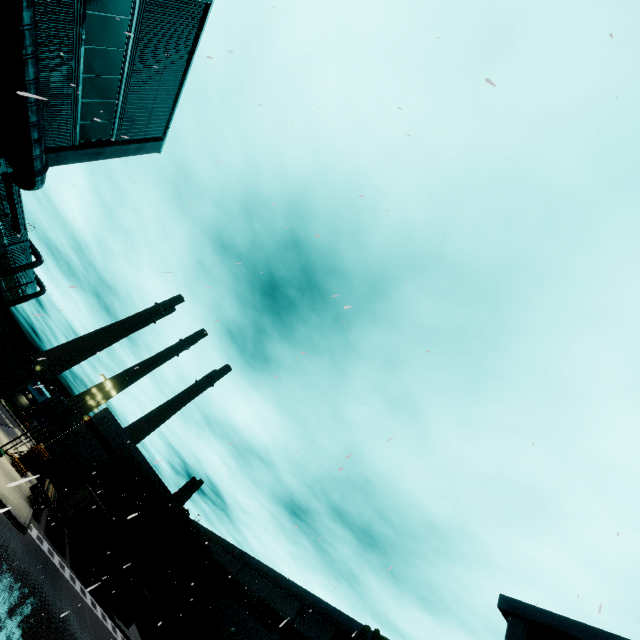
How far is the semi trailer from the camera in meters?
29.4 m

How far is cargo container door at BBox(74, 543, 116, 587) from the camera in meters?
28.4

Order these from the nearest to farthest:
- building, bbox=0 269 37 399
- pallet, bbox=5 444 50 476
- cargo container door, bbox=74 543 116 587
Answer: building, bbox=0 269 37 399
cargo container door, bbox=74 543 116 587
pallet, bbox=5 444 50 476

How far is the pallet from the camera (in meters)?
34.34

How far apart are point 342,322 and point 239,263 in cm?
308

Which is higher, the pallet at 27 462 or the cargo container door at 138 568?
the cargo container door at 138 568

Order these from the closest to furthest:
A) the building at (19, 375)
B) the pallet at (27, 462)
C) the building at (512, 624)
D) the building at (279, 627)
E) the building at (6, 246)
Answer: the building at (19, 375), the building at (512, 624), the building at (279, 627), the pallet at (27, 462), the building at (6, 246)

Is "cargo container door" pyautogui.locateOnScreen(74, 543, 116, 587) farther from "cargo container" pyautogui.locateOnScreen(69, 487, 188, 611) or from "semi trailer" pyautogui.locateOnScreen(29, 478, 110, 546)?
"semi trailer" pyautogui.locateOnScreen(29, 478, 110, 546)
